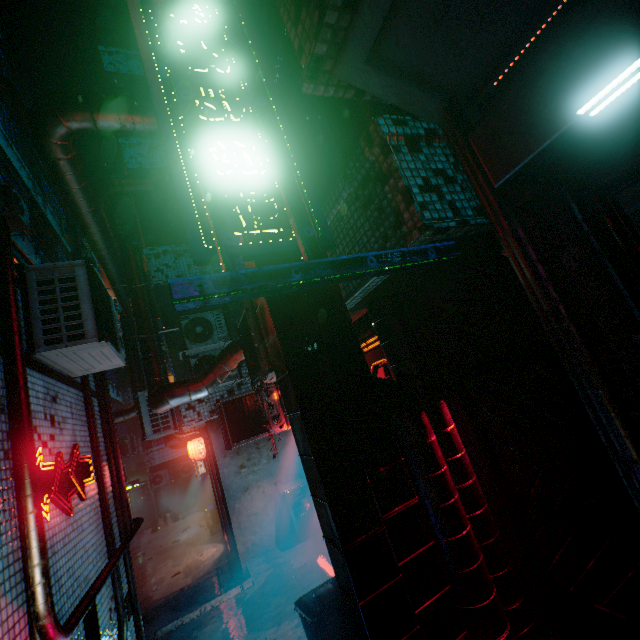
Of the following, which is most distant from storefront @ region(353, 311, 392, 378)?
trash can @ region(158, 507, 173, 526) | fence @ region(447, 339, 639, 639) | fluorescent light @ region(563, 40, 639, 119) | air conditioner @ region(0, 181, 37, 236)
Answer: trash can @ region(158, 507, 173, 526)

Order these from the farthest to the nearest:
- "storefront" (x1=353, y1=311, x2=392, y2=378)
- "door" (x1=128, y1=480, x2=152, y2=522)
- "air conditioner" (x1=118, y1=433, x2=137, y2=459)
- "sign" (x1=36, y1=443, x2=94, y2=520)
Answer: "door" (x1=128, y1=480, x2=152, y2=522)
"air conditioner" (x1=118, y1=433, x2=137, y2=459)
"storefront" (x1=353, y1=311, x2=392, y2=378)
"sign" (x1=36, y1=443, x2=94, y2=520)

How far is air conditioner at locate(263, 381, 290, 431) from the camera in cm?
605

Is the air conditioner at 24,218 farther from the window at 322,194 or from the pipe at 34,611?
the window at 322,194

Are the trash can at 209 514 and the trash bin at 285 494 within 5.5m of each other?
no

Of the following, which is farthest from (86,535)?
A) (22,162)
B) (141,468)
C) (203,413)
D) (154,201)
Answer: (141,468)

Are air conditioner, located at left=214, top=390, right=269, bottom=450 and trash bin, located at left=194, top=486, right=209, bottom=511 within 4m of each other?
no

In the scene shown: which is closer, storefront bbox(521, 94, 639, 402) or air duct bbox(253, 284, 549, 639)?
storefront bbox(521, 94, 639, 402)
